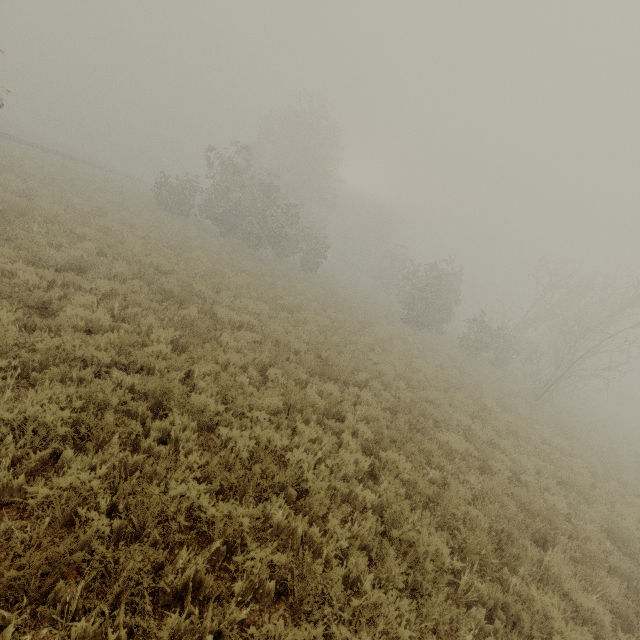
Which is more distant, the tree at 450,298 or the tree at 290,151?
the tree at 450,298

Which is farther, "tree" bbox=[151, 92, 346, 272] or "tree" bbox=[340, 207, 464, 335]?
"tree" bbox=[340, 207, 464, 335]

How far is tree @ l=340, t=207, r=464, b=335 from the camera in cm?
2659

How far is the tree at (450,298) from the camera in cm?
2659

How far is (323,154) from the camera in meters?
35.6 m
